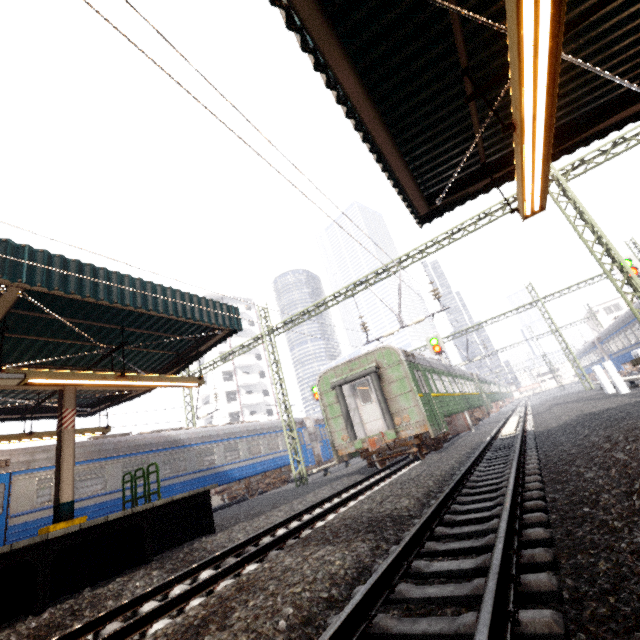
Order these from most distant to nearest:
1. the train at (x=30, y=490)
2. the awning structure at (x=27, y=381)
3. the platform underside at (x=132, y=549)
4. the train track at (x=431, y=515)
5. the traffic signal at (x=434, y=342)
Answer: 1. the traffic signal at (x=434, y=342)
2. the train at (x=30, y=490)
3. the awning structure at (x=27, y=381)
4. the platform underside at (x=132, y=549)
5. the train track at (x=431, y=515)

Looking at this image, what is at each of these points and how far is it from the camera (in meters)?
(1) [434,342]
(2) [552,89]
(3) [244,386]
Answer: (1) traffic signal, 19.97
(2) awning structure, 3.52
(3) building, 47.69

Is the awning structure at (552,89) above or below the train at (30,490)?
above

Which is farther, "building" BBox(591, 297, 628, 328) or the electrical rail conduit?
"building" BBox(591, 297, 628, 328)

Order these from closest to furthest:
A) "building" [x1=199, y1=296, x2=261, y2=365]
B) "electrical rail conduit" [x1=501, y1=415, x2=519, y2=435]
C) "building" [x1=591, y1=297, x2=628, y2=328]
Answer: "electrical rail conduit" [x1=501, y1=415, x2=519, y2=435], "building" [x1=199, y1=296, x2=261, y2=365], "building" [x1=591, y1=297, x2=628, y2=328]

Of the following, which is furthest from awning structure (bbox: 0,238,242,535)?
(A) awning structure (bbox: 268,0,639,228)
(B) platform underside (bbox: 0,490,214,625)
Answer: (A) awning structure (bbox: 268,0,639,228)

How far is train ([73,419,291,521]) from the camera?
12.0m

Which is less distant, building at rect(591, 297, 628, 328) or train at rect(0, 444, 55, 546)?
train at rect(0, 444, 55, 546)
